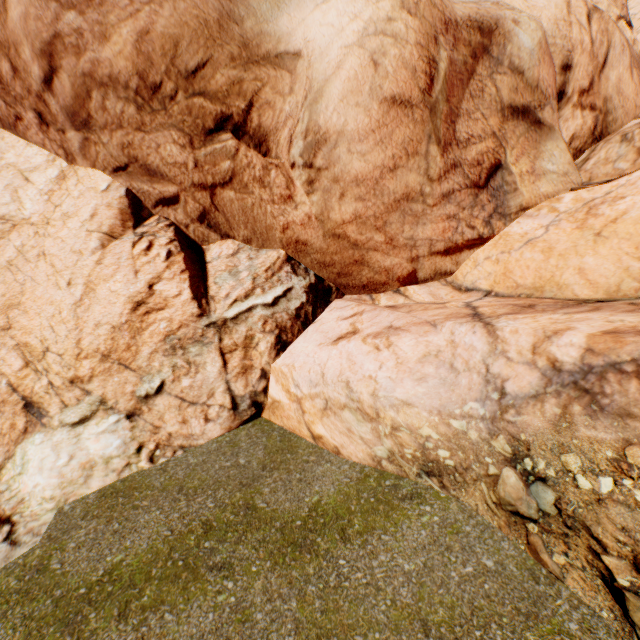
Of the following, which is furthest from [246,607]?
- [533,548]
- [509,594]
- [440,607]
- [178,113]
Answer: [178,113]
